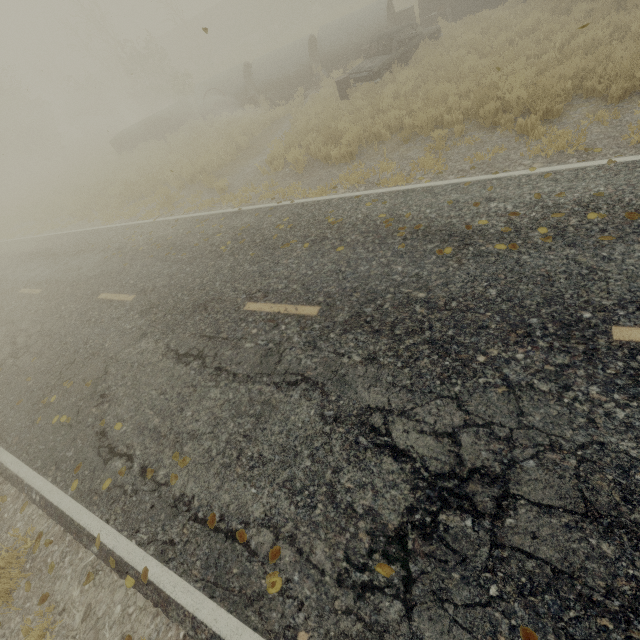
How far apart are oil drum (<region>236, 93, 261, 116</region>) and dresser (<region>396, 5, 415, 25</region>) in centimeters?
768cm

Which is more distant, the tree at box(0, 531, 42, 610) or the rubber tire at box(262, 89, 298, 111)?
the rubber tire at box(262, 89, 298, 111)

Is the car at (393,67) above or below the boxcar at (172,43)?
below

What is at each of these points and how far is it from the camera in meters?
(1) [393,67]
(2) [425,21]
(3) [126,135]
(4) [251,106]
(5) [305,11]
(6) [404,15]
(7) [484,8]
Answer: (1) car, 12.5
(2) dresser, 15.8
(3) truck bed, 20.9
(4) oil drum, 16.9
(5) boxcar, 37.3
(6) dresser, 15.5
(7) truck bed, 14.5

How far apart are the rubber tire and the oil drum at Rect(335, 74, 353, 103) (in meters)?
4.12

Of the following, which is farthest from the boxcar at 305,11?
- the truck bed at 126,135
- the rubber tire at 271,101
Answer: the rubber tire at 271,101

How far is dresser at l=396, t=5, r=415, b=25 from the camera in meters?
15.5 m

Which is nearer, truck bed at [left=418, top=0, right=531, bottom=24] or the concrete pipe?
truck bed at [left=418, top=0, right=531, bottom=24]
